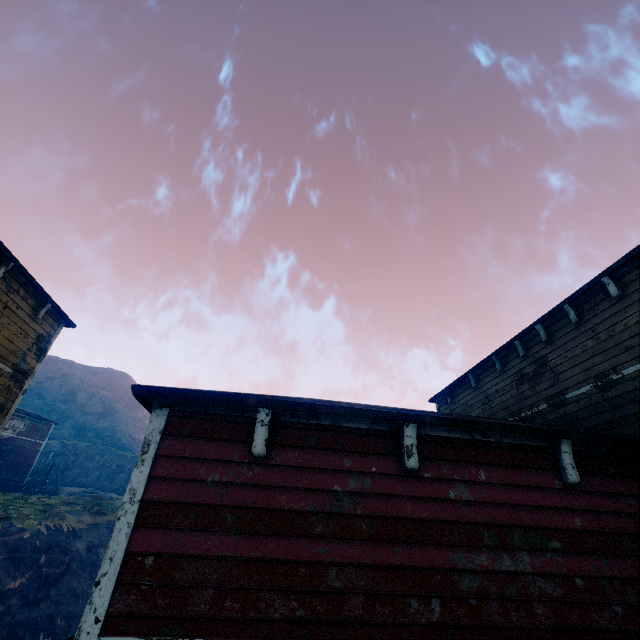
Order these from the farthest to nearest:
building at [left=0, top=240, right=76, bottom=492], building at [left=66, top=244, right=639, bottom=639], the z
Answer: the z → building at [left=0, top=240, right=76, bottom=492] → building at [left=66, top=244, right=639, bottom=639]

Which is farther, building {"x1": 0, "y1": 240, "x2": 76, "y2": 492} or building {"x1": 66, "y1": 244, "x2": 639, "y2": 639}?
building {"x1": 0, "y1": 240, "x2": 76, "y2": 492}

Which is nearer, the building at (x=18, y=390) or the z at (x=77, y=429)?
the building at (x=18, y=390)

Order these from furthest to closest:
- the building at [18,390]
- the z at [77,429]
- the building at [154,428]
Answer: the z at [77,429] < the building at [18,390] < the building at [154,428]

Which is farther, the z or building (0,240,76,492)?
the z

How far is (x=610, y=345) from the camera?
7.12m
